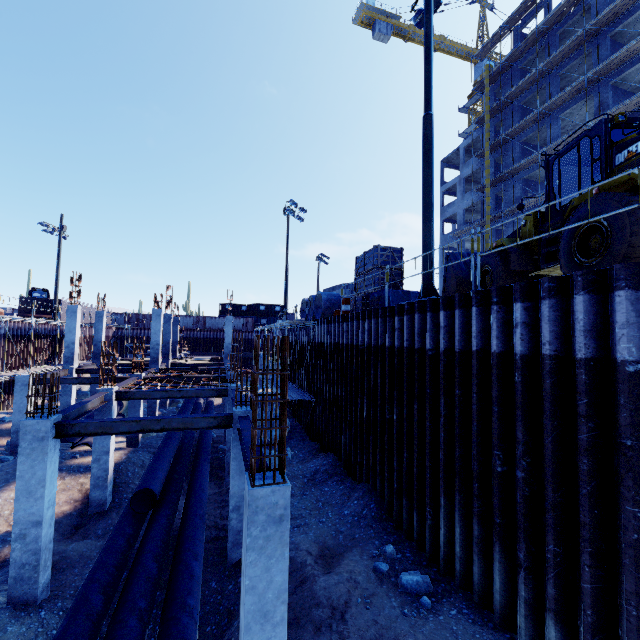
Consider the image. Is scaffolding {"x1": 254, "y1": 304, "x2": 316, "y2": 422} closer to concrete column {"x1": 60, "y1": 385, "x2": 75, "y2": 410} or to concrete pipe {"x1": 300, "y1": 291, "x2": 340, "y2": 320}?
concrete pipe {"x1": 300, "y1": 291, "x2": 340, "y2": 320}

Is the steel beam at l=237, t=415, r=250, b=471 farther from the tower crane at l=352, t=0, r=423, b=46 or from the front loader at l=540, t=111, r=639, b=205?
the tower crane at l=352, t=0, r=423, b=46

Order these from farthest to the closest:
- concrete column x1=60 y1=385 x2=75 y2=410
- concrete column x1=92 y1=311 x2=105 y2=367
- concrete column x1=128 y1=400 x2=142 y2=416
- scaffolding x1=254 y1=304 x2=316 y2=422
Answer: concrete column x1=92 y1=311 x2=105 y2=367 → concrete column x1=60 y1=385 x2=75 y2=410 → concrete column x1=128 y1=400 x2=142 y2=416 → scaffolding x1=254 y1=304 x2=316 y2=422

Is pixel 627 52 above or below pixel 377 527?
above

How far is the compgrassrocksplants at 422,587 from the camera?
6.6 meters

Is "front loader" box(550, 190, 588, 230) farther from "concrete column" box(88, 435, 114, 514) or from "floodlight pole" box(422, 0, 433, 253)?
"concrete column" box(88, 435, 114, 514)

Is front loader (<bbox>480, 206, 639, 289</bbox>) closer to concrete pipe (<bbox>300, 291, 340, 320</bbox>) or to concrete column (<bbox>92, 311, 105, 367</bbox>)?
concrete pipe (<bbox>300, 291, 340, 320</bbox>)

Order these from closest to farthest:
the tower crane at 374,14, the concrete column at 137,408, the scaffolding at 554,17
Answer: the scaffolding at 554,17 < the concrete column at 137,408 < the tower crane at 374,14
